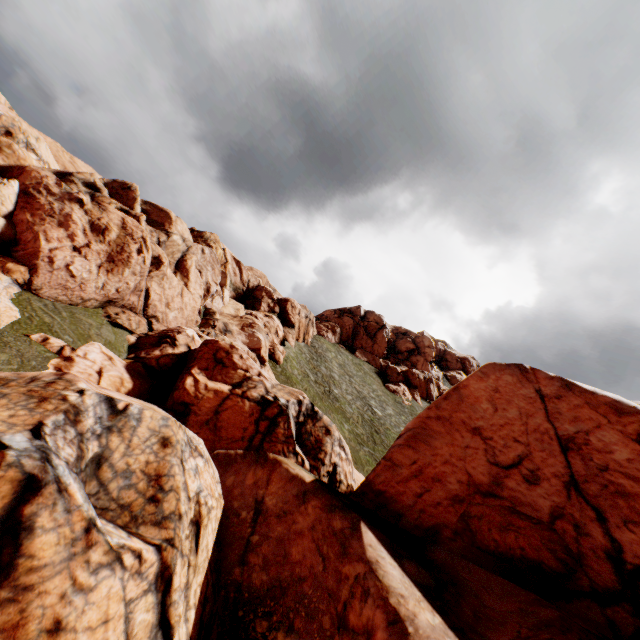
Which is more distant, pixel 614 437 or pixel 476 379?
pixel 476 379
